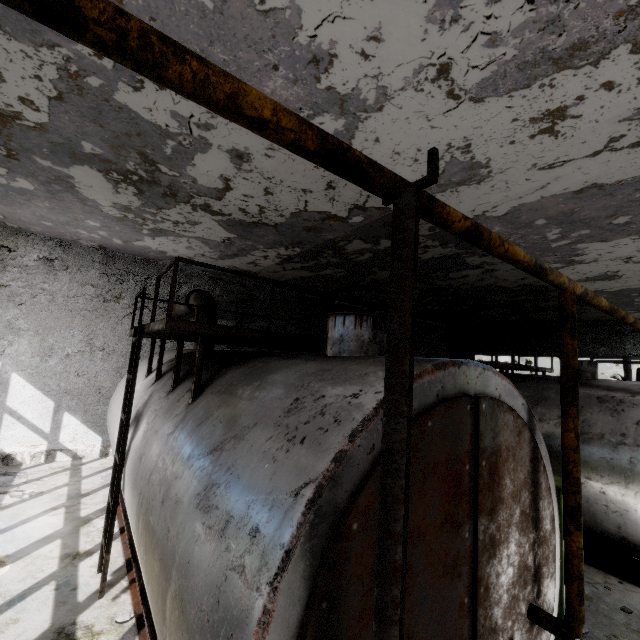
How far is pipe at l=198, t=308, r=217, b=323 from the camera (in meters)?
8.42

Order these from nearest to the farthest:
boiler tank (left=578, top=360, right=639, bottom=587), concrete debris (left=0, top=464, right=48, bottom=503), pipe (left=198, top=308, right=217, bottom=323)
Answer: boiler tank (left=578, top=360, right=639, bottom=587), concrete debris (left=0, top=464, right=48, bottom=503), pipe (left=198, top=308, right=217, bottom=323)

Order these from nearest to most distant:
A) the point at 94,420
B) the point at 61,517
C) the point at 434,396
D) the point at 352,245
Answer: the point at 434,396, the point at 61,517, the point at 352,245, the point at 94,420

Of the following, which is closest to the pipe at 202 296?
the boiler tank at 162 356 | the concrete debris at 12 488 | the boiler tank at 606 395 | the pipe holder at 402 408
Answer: the boiler tank at 606 395

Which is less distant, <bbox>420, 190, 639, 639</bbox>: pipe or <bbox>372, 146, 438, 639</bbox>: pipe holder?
<bbox>372, 146, 438, 639</bbox>: pipe holder

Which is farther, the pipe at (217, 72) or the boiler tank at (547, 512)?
the boiler tank at (547, 512)

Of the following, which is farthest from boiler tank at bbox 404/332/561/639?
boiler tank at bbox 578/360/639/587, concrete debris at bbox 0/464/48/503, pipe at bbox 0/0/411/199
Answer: pipe at bbox 0/0/411/199
